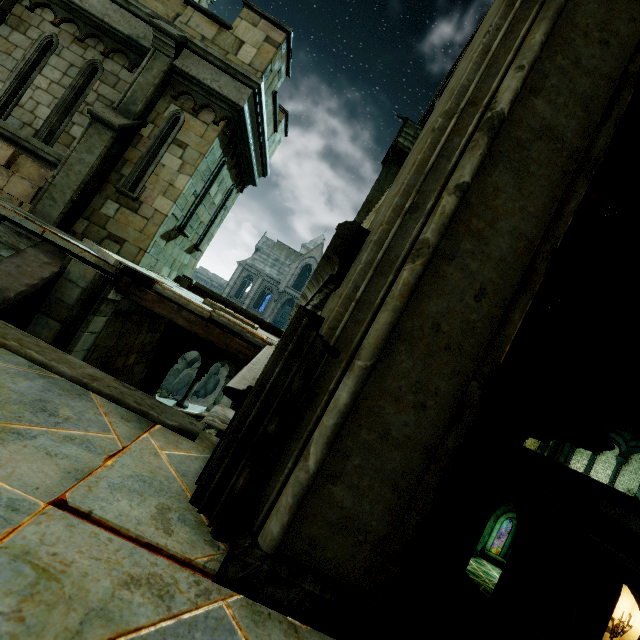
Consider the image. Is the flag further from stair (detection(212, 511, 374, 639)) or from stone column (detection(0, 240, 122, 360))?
stone column (detection(0, 240, 122, 360))

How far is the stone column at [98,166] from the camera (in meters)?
6.45

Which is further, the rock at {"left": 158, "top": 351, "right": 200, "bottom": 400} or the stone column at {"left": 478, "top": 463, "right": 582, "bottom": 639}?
the rock at {"left": 158, "top": 351, "right": 200, "bottom": 400}

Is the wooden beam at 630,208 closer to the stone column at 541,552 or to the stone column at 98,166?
the stone column at 98,166

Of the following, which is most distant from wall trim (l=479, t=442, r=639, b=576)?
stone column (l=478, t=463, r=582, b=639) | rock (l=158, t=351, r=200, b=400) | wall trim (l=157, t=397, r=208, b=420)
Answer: rock (l=158, t=351, r=200, b=400)

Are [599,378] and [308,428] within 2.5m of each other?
no

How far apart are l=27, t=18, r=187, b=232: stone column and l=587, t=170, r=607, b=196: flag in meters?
6.6

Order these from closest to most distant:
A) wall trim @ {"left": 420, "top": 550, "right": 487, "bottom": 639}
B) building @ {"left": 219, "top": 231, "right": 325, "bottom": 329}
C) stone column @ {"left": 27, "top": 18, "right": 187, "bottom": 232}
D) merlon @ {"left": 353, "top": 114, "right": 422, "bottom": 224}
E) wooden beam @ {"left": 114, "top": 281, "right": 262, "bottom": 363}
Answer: wooden beam @ {"left": 114, "top": 281, "right": 262, "bottom": 363}
stone column @ {"left": 27, "top": 18, "right": 187, "bottom": 232}
wall trim @ {"left": 420, "top": 550, "right": 487, "bottom": 639}
merlon @ {"left": 353, "top": 114, "right": 422, "bottom": 224}
building @ {"left": 219, "top": 231, "right": 325, "bottom": 329}
